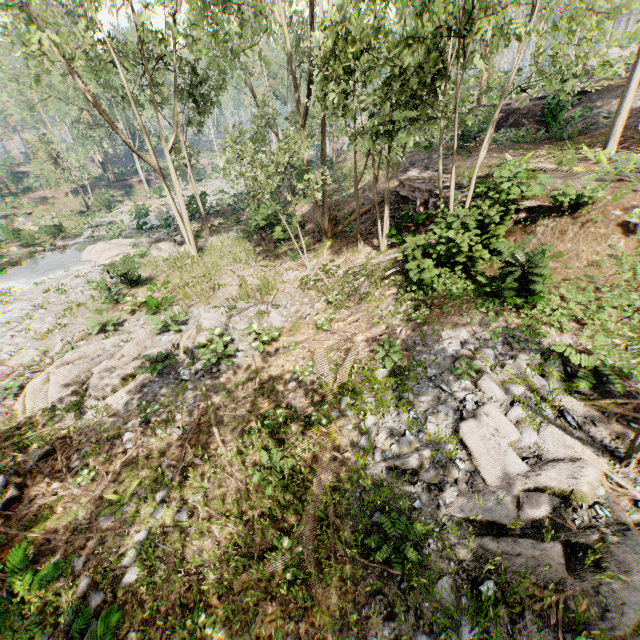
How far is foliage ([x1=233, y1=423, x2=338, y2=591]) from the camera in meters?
5.6

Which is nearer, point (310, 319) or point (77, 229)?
point (310, 319)

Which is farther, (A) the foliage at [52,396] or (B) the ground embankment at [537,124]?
(B) the ground embankment at [537,124]

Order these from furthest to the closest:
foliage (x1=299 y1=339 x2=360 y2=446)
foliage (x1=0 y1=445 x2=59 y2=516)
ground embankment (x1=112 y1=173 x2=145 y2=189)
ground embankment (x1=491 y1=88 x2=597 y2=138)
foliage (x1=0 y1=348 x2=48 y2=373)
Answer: ground embankment (x1=112 y1=173 x2=145 y2=189)
ground embankment (x1=491 y1=88 x2=597 y2=138)
foliage (x1=0 y1=348 x2=48 y2=373)
foliage (x1=299 y1=339 x2=360 y2=446)
foliage (x1=0 y1=445 x2=59 y2=516)

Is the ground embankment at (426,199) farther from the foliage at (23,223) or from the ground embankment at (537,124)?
the ground embankment at (537,124)

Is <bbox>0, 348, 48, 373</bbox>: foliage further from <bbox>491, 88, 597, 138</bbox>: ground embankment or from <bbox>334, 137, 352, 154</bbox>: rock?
<bbox>334, 137, 352, 154</bbox>: rock

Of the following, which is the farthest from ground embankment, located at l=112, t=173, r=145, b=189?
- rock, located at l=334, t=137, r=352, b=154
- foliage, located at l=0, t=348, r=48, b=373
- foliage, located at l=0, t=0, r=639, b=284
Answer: foliage, located at l=0, t=348, r=48, b=373

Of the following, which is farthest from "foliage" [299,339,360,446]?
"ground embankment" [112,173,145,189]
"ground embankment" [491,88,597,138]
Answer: "ground embankment" [491,88,597,138]
